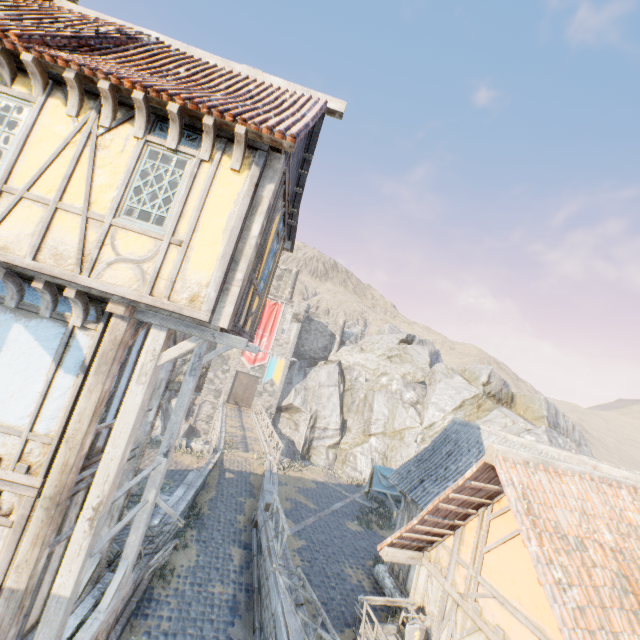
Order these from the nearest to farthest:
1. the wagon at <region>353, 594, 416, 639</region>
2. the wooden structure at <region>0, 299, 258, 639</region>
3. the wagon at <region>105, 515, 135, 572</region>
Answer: the wooden structure at <region>0, 299, 258, 639</region> → the wagon at <region>105, 515, 135, 572</region> → the wagon at <region>353, 594, 416, 639</region>

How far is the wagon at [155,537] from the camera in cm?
868

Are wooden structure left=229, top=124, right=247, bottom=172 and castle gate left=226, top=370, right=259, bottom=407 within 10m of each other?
no

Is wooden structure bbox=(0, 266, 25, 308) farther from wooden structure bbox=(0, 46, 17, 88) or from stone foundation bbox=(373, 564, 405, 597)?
stone foundation bbox=(373, 564, 405, 597)

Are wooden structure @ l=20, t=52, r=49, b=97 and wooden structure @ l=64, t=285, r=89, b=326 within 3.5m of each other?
yes

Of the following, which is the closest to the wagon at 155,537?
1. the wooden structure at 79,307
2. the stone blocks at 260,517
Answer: the stone blocks at 260,517

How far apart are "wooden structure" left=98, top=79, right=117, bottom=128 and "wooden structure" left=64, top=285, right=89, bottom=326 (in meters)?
2.47

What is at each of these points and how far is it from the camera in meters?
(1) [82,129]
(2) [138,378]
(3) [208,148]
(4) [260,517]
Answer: (1) building, 4.9 m
(2) wooden structure, 4.9 m
(3) wooden structure, 5.0 m
(4) stone blocks, 14.0 m
